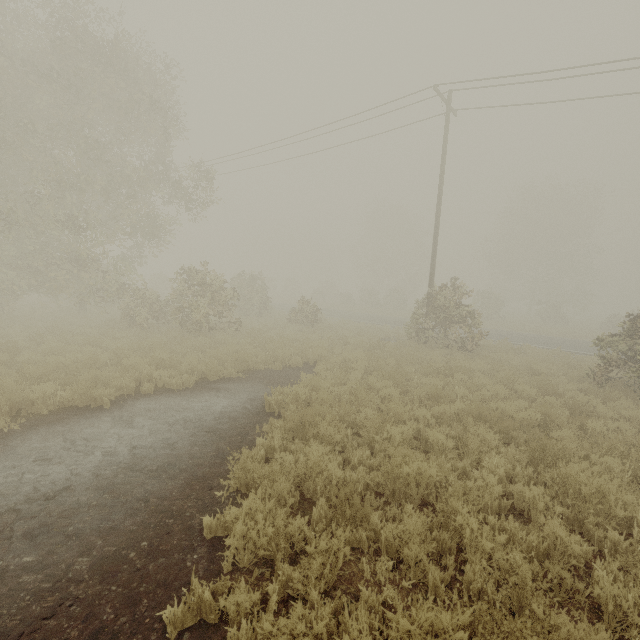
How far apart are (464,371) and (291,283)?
45.5 meters
